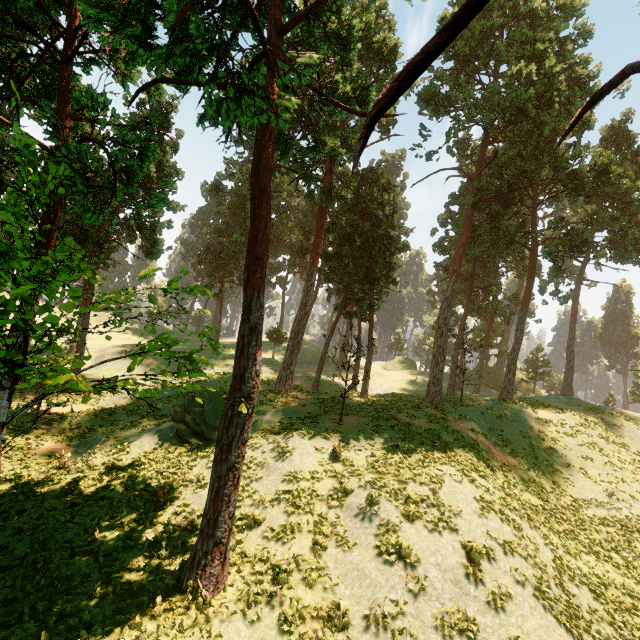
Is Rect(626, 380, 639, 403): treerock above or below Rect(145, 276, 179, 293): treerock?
above

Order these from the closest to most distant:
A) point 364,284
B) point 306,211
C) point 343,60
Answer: point 343,60 < point 364,284 < point 306,211

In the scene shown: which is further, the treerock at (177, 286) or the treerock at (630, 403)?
the treerock at (630, 403)

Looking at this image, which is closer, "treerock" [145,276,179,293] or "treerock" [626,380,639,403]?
"treerock" [145,276,179,293]

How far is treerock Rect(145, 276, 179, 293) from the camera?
9.0 meters

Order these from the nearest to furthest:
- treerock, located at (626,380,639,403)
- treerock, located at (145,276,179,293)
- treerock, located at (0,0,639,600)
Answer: treerock, located at (0,0,639,600)
treerock, located at (145,276,179,293)
treerock, located at (626,380,639,403)

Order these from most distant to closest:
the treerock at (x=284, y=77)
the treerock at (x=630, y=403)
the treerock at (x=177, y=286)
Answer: the treerock at (x=630, y=403) < the treerock at (x=177, y=286) < the treerock at (x=284, y=77)
